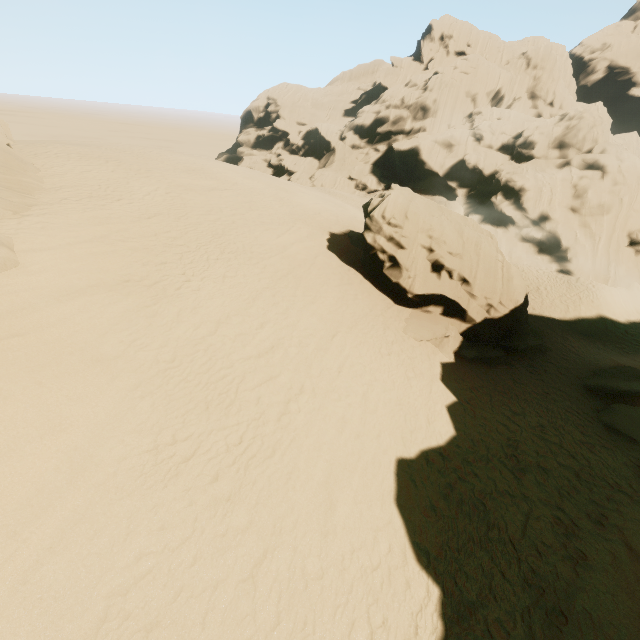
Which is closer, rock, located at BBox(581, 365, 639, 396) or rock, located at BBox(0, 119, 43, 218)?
rock, located at BBox(0, 119, 43, 218)

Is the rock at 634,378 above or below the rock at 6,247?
below

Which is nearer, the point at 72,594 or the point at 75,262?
the point at 72,594

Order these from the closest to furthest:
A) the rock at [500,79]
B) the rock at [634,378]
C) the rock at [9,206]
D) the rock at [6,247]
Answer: the rock at [6,247]
the rock at [9,206]
the rock at [634,378]
the rock at [500,79]

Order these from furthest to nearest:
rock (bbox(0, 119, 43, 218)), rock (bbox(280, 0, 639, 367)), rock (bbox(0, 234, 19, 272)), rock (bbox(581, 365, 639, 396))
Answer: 1. rock (bbox(280, 0, 639, 367))
2. rock (bbox(581, 365, 639, 396))
3. rock (bbox(0, 119, 43, 218))
4. rock (bbox(0, 234, 19, 272))

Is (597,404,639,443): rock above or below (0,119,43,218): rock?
below
